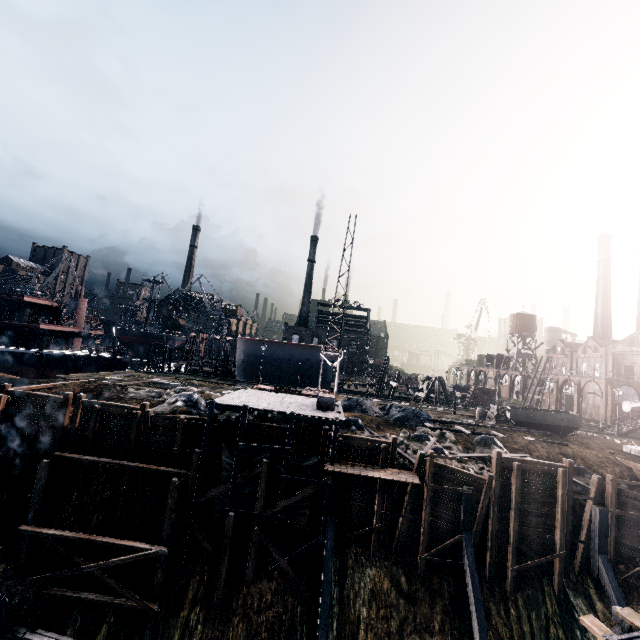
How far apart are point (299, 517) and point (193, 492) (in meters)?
6.96

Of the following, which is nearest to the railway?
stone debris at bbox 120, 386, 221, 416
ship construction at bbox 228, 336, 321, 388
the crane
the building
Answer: the building

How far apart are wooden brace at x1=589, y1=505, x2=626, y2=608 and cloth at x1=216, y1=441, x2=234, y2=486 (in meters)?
23.16

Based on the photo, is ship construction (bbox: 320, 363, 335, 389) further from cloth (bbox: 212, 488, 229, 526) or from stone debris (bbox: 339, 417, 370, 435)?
cloth (bbox: 212, 488, 229, 526)

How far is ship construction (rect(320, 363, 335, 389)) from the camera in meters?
49.4

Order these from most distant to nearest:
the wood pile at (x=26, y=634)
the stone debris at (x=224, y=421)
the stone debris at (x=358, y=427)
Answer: the stone debris at (x=358, y=427) → the stone debris at (x=224, y=421) → the wood pile at (x=26, y=634)

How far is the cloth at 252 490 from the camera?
20.45m

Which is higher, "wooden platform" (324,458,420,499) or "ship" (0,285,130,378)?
"ship" (0,285,130,378)
